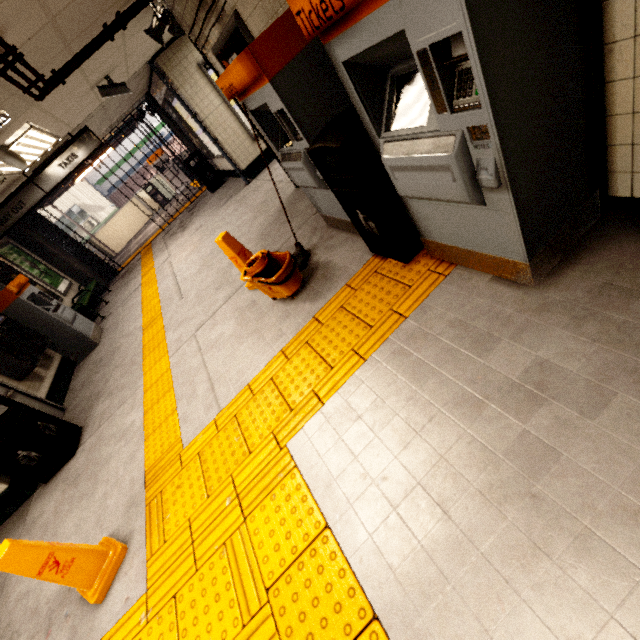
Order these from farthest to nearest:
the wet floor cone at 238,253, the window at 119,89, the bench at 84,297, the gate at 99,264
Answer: the gate at 99,264, the bench at 84,297, the window at 119,89, the wet floor cone at 238,253

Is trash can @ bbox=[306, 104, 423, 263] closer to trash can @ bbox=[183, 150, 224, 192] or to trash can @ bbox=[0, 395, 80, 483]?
trash can @ bbox=[0, 395, 80, 483]

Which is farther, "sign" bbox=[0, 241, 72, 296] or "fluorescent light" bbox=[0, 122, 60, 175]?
"sign" bbox=[0, 241, 72, 296]

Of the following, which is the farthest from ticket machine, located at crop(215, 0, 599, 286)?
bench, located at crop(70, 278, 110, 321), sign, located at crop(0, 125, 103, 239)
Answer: bench, located at crop(70, 278, 110, 321)

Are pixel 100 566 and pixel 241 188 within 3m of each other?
no

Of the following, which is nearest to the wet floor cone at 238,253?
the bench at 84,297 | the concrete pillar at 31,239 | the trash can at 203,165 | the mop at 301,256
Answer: the mop at 301,256

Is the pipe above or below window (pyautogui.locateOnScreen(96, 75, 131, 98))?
above

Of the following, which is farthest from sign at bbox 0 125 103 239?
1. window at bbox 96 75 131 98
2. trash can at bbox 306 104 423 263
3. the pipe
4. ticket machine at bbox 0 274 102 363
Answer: trash can at bbox 306 104 423 263
